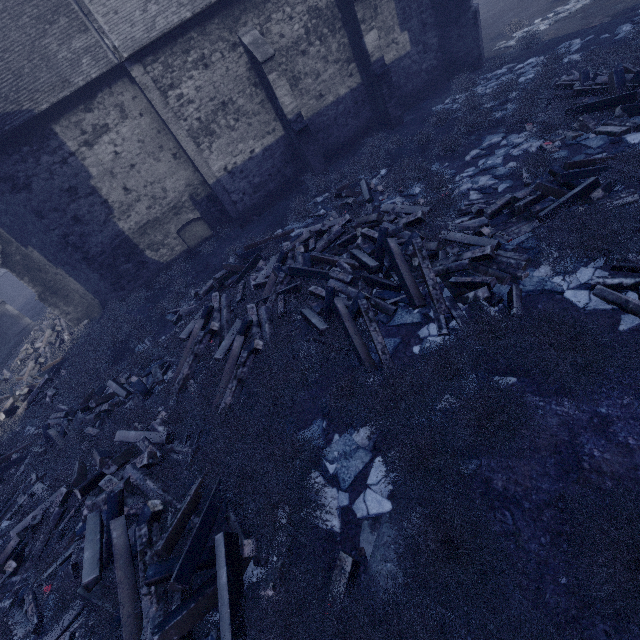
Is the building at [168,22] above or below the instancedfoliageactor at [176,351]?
above

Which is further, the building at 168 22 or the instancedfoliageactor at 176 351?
the building at 168 22

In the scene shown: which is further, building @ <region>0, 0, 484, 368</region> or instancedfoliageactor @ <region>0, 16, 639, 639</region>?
building @ <region>0, 0, 484, 368</region>

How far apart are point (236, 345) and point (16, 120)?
11.71m

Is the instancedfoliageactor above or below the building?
below
